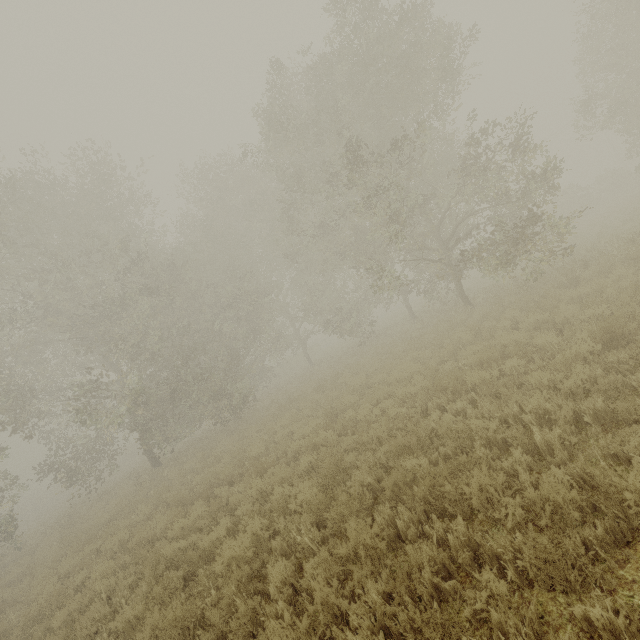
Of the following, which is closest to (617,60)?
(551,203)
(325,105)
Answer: (551,203)
